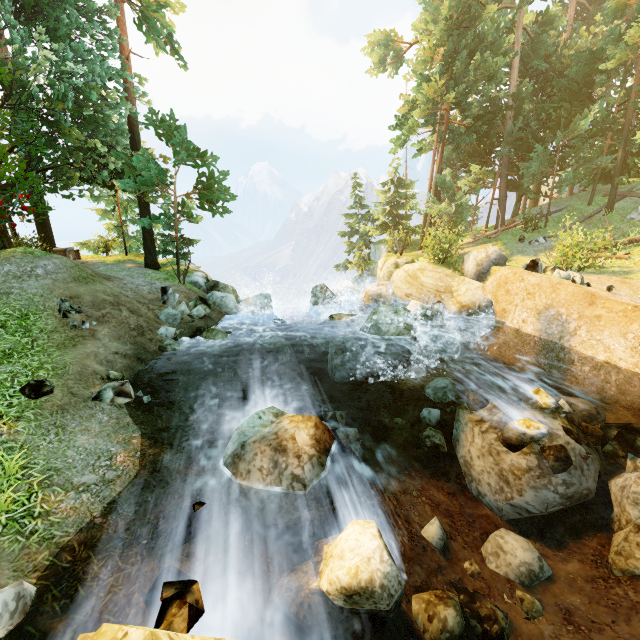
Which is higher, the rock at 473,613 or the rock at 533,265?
the rock at 533,265

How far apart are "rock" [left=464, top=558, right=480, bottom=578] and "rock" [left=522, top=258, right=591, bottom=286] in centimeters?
1093cm

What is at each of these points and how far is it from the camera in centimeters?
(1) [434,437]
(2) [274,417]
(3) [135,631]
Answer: (1) rock, 860cm
(2) rock, 681cm
(3) rock, 219cm

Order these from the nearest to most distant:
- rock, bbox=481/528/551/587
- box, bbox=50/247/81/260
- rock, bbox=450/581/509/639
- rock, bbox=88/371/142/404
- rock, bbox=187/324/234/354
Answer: rock, bbox=450/581/509/639 < rock, bbox=481/528/551/587 < rock, bbox=88/371/142/404 < rock, bbox=187/324/234/354 < box, bbox=50/247/81/260

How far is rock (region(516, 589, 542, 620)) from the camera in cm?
521

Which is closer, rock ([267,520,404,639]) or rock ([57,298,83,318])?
rock ([267,520,404,639])

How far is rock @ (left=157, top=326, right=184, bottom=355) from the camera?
10.47m

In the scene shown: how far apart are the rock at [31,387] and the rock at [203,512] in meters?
3.8 m
